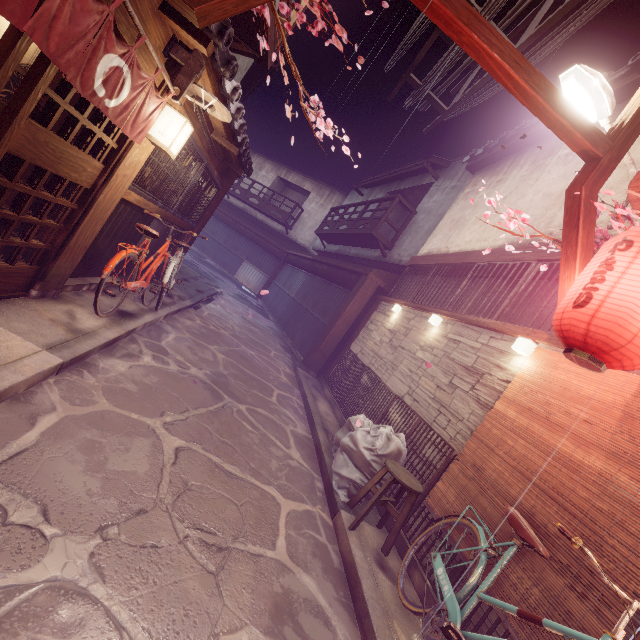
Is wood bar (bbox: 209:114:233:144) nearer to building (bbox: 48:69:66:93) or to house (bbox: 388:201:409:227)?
building (bbox: 48:69:66:93)

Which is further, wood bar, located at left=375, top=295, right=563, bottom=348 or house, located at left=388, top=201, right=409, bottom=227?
house, located at left=388, top=201, right=409, bottom=227

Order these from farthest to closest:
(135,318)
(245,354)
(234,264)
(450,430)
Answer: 1. (234,264)
2. (245,354)
3. (135,318)
4. (450,430)

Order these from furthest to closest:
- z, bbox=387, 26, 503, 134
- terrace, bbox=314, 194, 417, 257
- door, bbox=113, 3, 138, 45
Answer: terrace, bbox=314, 194, 417, 257 → z, bbox=387, 26, 503, 134 → door, bbox=113, 3, 138, 45

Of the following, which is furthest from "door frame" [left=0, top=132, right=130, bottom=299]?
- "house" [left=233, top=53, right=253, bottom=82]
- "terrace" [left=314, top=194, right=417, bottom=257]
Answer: "terrace" [left=314, top=194, right=417, bottom=257]

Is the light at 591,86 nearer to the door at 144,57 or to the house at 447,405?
the house at 447,405

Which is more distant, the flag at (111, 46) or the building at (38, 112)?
the building at (38, 112)

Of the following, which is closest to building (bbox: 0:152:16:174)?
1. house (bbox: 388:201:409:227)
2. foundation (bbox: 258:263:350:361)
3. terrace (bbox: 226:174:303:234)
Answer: foundation (bbox: 258:263:350:361)
